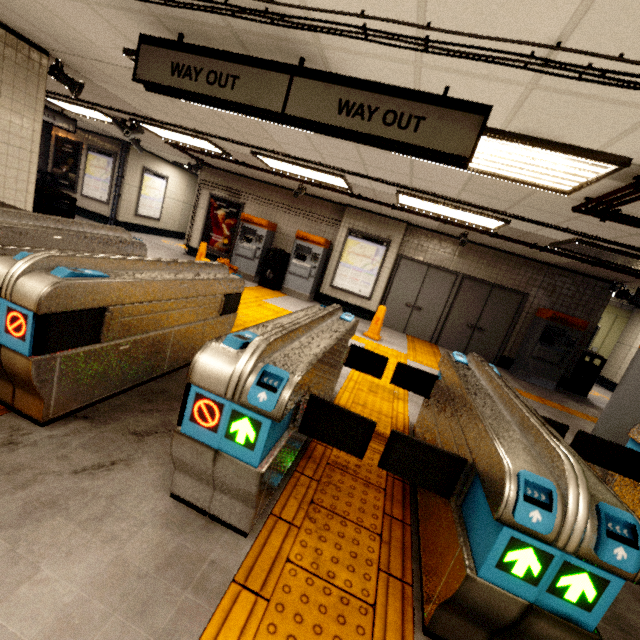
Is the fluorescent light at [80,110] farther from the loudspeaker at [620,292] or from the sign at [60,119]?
the loudspeaker at [620,292]

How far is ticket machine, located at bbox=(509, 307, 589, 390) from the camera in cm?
776

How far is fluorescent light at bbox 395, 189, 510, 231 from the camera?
5.50m

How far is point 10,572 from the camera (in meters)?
1.31

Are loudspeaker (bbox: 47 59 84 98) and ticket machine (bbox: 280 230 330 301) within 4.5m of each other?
no

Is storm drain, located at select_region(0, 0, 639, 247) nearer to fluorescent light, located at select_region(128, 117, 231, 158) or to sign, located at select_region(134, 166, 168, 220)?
fluorescent light, located at select_region(128, 117, 231, 158)

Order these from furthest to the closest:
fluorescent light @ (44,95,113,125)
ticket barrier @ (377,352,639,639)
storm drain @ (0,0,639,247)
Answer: fluorescent light @ (44,95,113,125) < storm drain @ (0,0,639,247) < ticket barrier @ (377,352,639,639)

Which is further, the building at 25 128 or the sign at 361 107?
the building at 25 128
